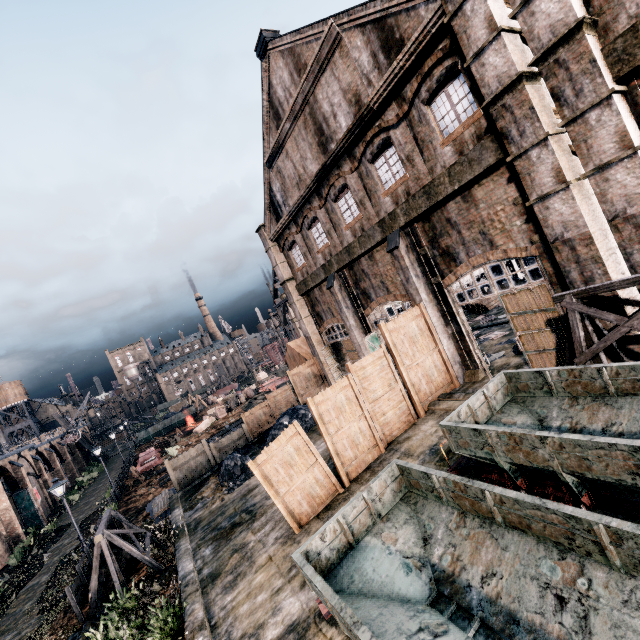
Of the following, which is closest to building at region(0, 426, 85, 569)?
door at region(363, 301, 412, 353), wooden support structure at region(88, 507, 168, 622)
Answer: wooden support structure at region(88, 507, 168, 622)

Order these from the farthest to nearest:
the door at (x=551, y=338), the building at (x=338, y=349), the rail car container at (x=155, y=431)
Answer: the rail car container at (x=155, y=431) < the building at (x=338, y=349) < the door at (x=551, y=338)

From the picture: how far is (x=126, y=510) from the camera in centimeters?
2658cm

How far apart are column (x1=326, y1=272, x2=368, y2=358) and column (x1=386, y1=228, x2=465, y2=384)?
5.65m

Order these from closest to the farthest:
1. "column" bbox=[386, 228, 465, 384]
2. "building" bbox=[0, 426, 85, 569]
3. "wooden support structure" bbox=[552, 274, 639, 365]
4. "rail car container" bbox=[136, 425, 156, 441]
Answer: "wooden support structure" bbox=[552, 274, 639, 365] → "column" bbox=[386, 228, 465, 384] → "building" bbox=[0, 426, 85, 569] → "rail car container" bbox=[136, 425, 156, 441]

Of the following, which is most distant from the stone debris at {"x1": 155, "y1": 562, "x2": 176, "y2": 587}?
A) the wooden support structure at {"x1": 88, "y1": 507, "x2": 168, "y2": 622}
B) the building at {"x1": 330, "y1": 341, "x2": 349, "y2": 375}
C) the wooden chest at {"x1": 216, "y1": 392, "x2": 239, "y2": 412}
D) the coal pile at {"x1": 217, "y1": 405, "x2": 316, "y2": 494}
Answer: the wooden chest at {"x1": 216, "y1": 392, "x2": 239, "y2": 412}

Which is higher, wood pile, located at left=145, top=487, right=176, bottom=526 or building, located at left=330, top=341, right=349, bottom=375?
building, located at left=330, top=341, right=349, bottom=375

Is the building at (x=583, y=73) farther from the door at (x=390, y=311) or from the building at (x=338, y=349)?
the building at (x=338, y=349)
